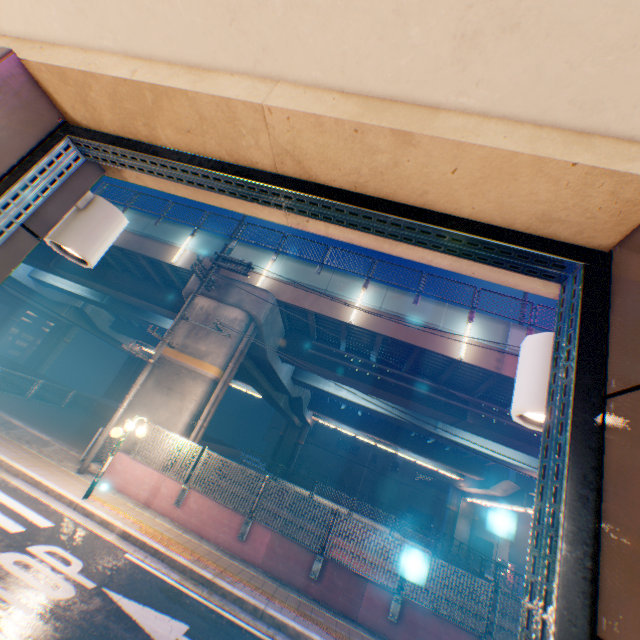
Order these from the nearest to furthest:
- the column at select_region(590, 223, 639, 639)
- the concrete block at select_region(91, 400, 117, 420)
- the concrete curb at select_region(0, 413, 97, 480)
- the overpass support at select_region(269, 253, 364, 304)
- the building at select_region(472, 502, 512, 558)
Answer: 1. the column at select_region(590, 223, 639, 639)
2. the concrete curb at select_region(0, 413, 97, 480)
3. the overpass support at select_region(269, 253, 364, 304)
4. the concrete block at select_region(91, 400, 117, 420)
5. the building at select_region(472, 502, 512, 558)

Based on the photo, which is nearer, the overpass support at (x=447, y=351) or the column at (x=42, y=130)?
the column at (x=42, y=130)

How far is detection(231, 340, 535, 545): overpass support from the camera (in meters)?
21.53

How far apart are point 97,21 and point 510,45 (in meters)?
1.56

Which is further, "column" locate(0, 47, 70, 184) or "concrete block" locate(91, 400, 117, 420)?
"concrete block" locate(91, 400, 117, 420)

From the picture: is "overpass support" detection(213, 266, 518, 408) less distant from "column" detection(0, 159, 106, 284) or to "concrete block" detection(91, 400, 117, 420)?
"concrete block" detection(91, 400, 117, 420)

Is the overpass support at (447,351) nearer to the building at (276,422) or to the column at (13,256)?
the building at (276,422)
